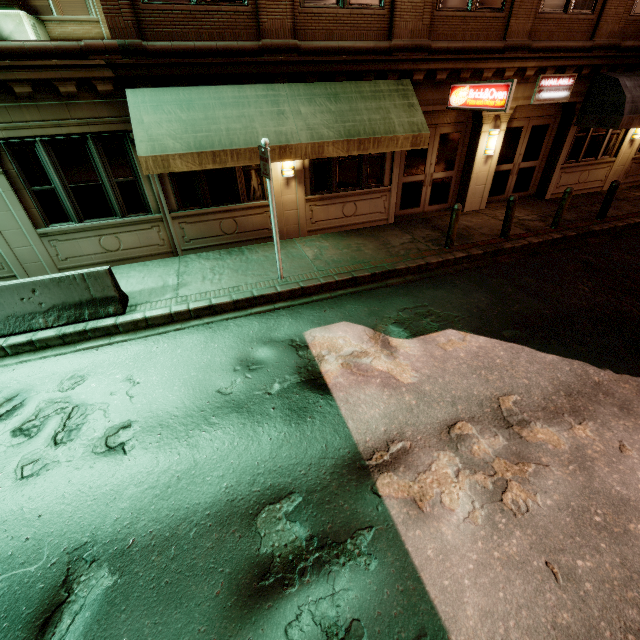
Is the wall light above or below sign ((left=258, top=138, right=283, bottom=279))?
below

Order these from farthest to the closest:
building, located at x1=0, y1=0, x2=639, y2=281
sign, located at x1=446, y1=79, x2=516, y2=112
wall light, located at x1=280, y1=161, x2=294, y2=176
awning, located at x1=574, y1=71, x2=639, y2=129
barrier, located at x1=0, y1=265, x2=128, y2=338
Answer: awning, located at x1=574, y1=71, x2=639, y2=129, wall light, located at x1=280, y1=161, x2=294, y2=176, sign, located at x1=446, y1=79, x2=516, y2=112, building, located at x1=0, y1=0, x2=639, y2=281, barrier, located at x1=0, y1=265, x2=128, y2=338

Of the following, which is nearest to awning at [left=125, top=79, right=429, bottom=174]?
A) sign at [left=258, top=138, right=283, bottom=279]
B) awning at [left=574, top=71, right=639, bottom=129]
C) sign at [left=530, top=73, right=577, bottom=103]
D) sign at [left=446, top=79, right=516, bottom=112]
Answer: sign at [left=258, top=138, right=283, bottom=279]

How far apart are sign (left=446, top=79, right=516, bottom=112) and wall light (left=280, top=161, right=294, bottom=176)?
4.8m

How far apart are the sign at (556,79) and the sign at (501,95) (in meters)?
3.05

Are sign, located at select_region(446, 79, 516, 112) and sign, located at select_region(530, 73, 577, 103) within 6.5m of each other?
yes

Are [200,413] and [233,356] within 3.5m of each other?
yes

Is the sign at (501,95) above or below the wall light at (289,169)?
above
